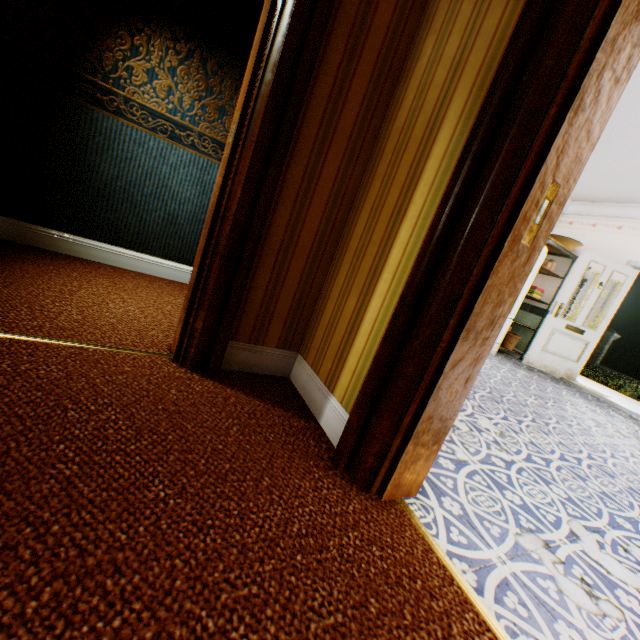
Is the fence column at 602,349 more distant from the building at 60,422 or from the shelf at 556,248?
the shelf at 556,248

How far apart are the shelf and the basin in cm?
6

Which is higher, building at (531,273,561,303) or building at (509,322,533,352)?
building at (531,273,561,303)

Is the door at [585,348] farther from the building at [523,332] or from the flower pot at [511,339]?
the flower pot at [511,339]

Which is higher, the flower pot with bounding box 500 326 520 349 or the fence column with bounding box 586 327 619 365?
the fence column with bounding box 586 327 619 365

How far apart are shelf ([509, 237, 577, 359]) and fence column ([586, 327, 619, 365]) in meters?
14.6 m

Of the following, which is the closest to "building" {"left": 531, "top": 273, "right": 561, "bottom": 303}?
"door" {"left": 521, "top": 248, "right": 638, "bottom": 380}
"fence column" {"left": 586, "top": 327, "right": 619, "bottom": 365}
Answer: "door" {"left": 521, "top": 248, "right": 638, "bottom": 380}

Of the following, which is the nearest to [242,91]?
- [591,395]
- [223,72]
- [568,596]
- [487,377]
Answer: [223,72]
